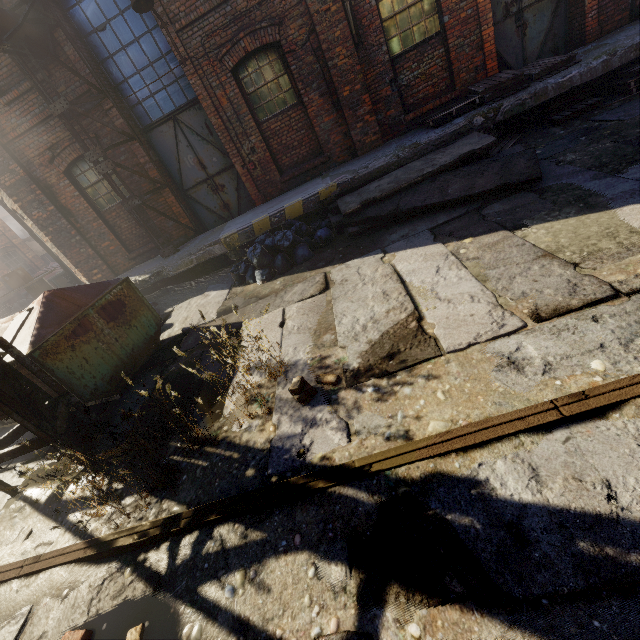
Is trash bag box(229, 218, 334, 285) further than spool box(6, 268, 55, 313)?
No

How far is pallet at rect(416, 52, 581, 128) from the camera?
6.6m

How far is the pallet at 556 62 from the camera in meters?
6.6

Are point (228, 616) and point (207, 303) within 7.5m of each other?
yes

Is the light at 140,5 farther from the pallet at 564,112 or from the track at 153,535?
the track at 153,535

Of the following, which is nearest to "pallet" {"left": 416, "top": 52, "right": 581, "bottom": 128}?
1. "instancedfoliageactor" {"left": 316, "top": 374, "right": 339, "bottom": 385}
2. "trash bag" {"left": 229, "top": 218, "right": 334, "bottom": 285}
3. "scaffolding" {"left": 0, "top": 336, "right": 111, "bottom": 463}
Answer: "trash bag" {"left": 229, "top": 218, "right": 334, "bottom": 285}

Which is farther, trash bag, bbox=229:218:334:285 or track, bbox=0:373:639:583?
trash bag, bbox=229:218:334:285

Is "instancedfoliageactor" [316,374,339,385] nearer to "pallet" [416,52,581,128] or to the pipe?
the pipe
